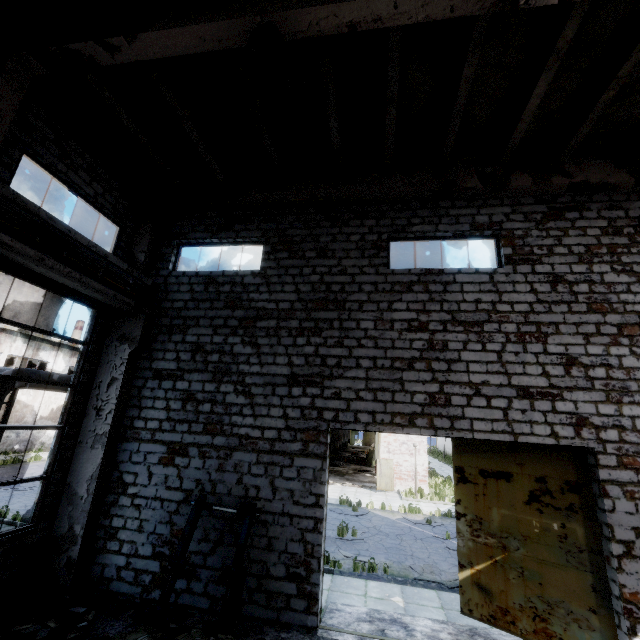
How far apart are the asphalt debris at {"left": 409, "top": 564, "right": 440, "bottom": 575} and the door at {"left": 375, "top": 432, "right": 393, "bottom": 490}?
10.77m

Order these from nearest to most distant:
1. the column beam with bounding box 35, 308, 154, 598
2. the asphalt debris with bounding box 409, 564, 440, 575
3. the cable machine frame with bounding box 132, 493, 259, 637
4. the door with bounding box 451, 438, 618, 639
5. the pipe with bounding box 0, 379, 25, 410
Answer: the cable machine frame with bounding box 132, 493, 259, 637, the door with bounding box 451, 438, 618, 639, the column beam with bounding box 35, 308, 154, 598, the pipe with bounding box 0, 379, 25, 410, the asphalt debris with bounding box 409, 564, 440, 575

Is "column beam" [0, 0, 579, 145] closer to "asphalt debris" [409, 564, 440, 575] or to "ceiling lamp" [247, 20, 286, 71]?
"ceiling lamp" [247, 20, 286, 71]

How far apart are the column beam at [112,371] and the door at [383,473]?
17.3 meters

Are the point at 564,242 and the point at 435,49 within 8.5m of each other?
yes

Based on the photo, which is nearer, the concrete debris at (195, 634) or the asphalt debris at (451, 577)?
the concrete debris at (195, 634)

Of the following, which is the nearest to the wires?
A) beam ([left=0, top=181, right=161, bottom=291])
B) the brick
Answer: beam ([left=0, top=181, right=161, bottom=291])

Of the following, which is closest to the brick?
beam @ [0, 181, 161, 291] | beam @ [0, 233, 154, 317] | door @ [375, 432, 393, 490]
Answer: beam @ [0, 233, 154, 317]
